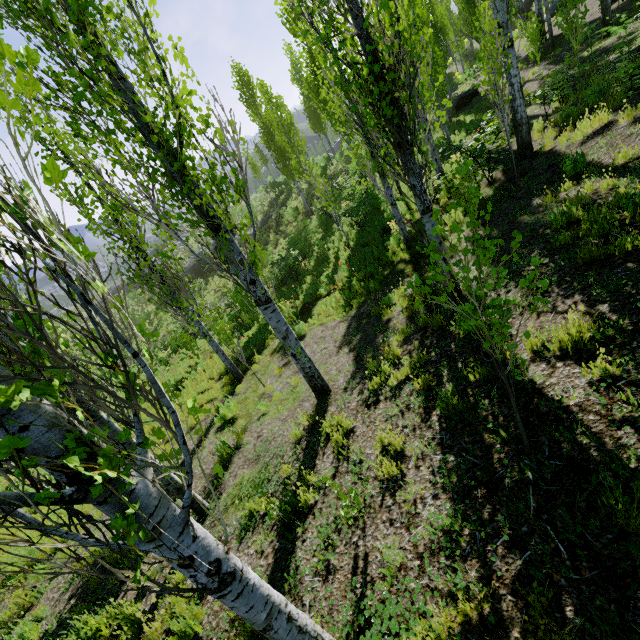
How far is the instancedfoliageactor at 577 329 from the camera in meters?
3.2

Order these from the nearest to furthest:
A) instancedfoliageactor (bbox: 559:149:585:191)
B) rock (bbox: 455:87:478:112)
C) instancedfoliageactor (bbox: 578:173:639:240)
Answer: instancedfoliageactor (bbox: 578:173:639:240)
instancedfoliageactor (bbox: 559:149:585:191)
rock (bbox: 455:87:478:112)

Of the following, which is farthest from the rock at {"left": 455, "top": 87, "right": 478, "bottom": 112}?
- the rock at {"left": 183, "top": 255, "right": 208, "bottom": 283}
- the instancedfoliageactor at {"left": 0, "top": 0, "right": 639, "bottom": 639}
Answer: the rock at {"left": 183, "top": 255, "right": 208, "bottom": 283}

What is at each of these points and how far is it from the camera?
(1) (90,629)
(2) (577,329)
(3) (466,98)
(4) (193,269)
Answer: (1) instancedfoliageactor, 4.2 meters
(2) instancedfoliageactor, 3.4 meters
(3) rock, 22.8 meters
(4) rock, 31.1 meters

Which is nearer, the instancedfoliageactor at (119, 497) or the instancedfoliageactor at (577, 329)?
the instancedfoliageactor at (119, 497)

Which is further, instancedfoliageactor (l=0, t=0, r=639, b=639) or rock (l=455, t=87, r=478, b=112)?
rock (l=455, t=87, r=478, b=112)
